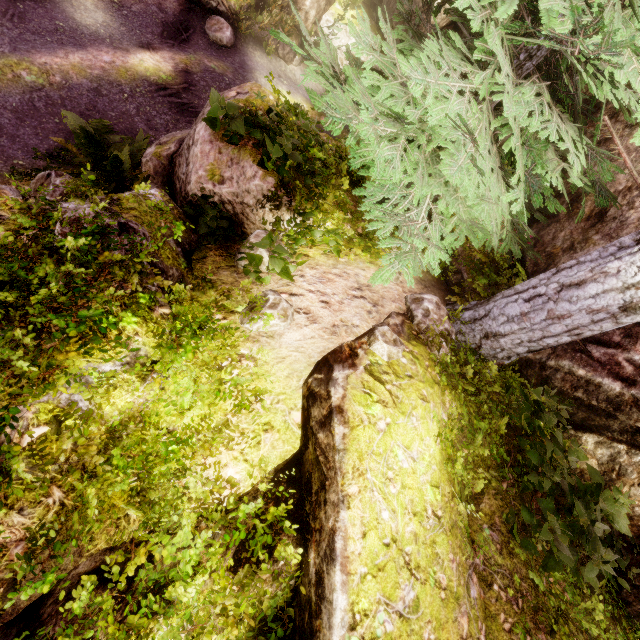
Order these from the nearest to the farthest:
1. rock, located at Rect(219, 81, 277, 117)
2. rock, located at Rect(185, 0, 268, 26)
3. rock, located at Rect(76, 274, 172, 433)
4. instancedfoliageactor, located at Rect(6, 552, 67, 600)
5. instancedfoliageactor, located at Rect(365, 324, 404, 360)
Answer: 1. instancedfoliageactor, located at Rect(6, 552, 67, 600)
2. rock, located at Rect(76, 274, 172, 433)
3. instancedfoliageactor, located at Rect(365, 324, 404, 360)
4. rock, located at Rect(219, 81, 277, 117)
5. rock, located at Rect(185, 0, 268, 26)

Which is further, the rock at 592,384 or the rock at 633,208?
the rock at 633,208

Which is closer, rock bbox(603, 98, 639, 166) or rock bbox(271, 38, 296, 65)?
rock bbox(603, 98, 639, 166)

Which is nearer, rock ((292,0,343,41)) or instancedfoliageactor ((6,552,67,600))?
instancedfoliageactor ((6,552,67,600))

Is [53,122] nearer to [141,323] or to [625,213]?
[141,323]

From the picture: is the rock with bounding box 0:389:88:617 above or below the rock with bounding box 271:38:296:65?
above
